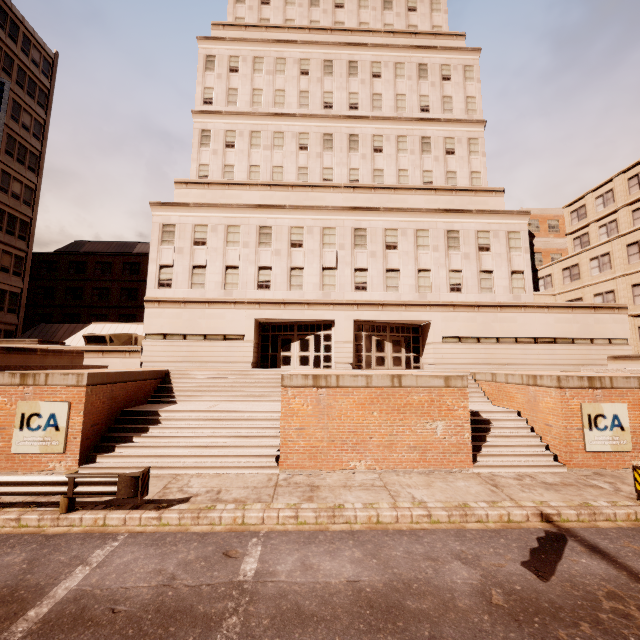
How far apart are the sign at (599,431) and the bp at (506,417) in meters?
0.8

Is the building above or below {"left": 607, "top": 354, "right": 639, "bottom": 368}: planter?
above

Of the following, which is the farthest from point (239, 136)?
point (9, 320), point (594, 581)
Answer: point (594, 581)

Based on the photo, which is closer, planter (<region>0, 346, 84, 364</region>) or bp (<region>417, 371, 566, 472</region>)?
bp (<region>417, 371, 566, 472</region>)

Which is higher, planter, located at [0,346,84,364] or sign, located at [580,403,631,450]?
planter, located at [0,346,84,364]

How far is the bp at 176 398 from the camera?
11.42m

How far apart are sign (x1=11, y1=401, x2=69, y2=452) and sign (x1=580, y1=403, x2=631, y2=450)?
18.7 meters

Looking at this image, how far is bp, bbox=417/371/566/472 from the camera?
11.7m
